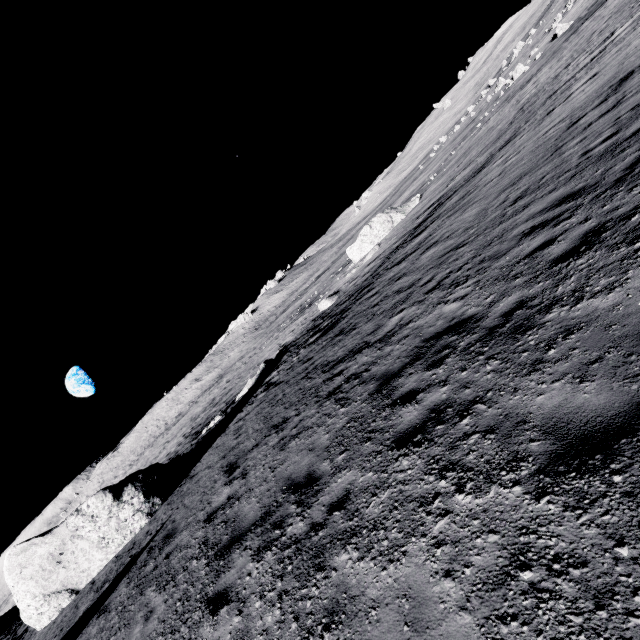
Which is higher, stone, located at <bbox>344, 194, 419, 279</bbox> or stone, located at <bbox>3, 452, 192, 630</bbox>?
stone, located at <bbox>3, 452, 192, 630</bbox>

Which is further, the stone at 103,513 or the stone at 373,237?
the stone at 373,237

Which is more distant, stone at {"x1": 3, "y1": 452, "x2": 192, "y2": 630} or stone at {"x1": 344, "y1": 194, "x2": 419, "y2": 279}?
stone at {"x1": 344, "y1": 194, "x2": 419, "y2": 279}

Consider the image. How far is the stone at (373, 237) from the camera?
30.74m

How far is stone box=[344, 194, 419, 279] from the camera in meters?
30.7

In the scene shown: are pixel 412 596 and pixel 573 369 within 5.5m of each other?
yes
